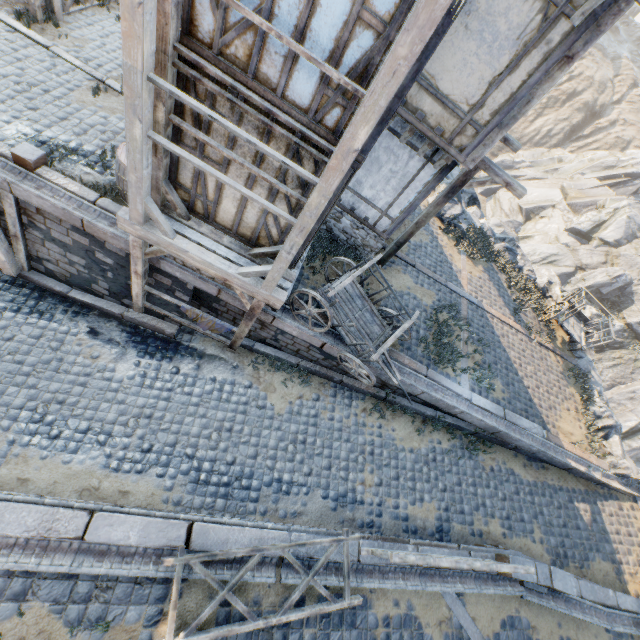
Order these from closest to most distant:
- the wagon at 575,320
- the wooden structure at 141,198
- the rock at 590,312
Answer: the wooden structure at 141,198 < the wagon at 575,320 < the rock at 590,312

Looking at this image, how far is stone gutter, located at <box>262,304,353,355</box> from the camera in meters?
7.8 m

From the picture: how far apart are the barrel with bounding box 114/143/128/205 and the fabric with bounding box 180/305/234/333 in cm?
231

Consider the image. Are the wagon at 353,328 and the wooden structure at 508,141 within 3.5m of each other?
no

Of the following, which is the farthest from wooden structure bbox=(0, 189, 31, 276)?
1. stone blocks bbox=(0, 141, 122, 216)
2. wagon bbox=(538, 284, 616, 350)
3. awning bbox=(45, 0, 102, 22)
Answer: wagon bbox=(538, 284, 616, 350)

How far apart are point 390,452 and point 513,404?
4.41m

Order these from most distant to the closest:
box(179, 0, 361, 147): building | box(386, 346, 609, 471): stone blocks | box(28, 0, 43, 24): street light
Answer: box(386, 346, 609, 471): stone blocks → box(28, 0, 43, 24): street light → box(179, 0, 361, 147): building

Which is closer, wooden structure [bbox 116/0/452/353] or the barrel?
wooden structure [bbox 116/0/452/353]
